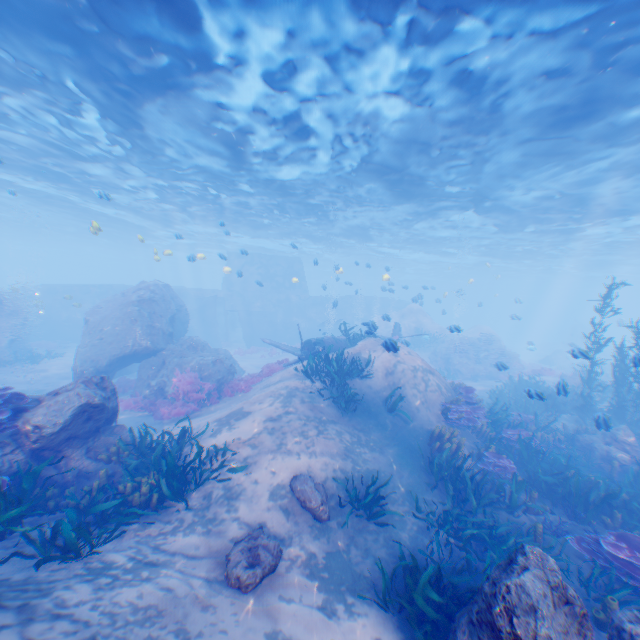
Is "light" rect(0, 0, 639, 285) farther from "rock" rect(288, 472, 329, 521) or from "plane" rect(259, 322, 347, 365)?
"plane" rect(259, 322, 347, 365)

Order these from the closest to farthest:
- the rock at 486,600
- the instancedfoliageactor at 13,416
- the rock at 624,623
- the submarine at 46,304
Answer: the rock at 486,600
the rock at 624,623
the instancedfoliageactor at 13,416
the submarine at 46,304

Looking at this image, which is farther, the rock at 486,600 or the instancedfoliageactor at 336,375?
the instancedfoliageactor at 336,375

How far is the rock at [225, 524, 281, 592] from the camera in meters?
5.3

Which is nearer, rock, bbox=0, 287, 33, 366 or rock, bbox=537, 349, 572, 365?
rock, bbox=0, 287, 33, 366

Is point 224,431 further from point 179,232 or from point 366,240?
point 366,240

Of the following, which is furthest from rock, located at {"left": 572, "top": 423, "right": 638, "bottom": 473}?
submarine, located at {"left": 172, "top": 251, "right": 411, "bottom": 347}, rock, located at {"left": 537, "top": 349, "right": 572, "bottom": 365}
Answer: rock, located at {"left": 537, "top": 349, "right": 572, "bottom": 365}

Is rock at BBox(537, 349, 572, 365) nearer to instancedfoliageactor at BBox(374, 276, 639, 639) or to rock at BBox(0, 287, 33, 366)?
rock at BBox(0, 287, 33, 366)
